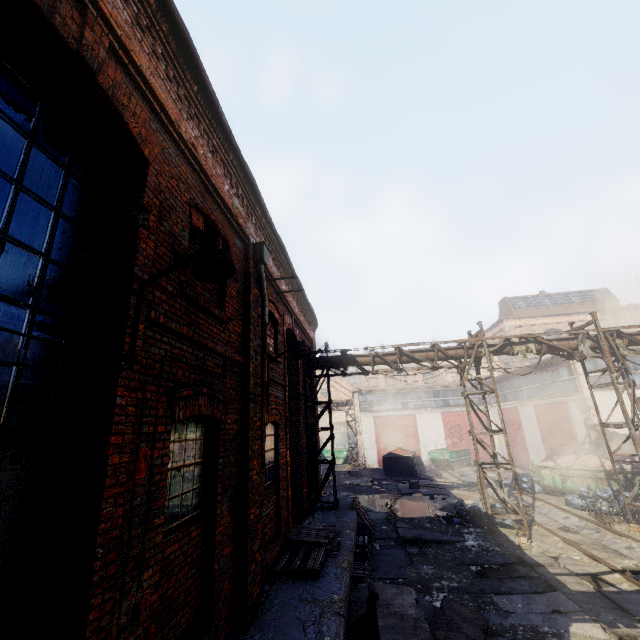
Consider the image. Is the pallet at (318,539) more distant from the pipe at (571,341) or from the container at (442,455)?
the container at (442,455)

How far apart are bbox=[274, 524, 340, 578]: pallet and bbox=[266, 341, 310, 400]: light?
3.2m

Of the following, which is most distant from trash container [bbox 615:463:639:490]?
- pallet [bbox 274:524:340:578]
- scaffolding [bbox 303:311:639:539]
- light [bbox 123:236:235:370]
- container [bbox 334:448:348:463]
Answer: container [bbox 334:448:348:463]

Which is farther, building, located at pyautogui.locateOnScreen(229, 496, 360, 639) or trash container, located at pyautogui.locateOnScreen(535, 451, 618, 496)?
trash container, located at pyautogui.locateOnScreen(535, 451, 618, 496)

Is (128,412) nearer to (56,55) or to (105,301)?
(105,301)

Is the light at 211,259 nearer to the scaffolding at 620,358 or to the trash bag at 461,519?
the scaffolding at 620,358

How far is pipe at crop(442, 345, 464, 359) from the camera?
12.0 meters
